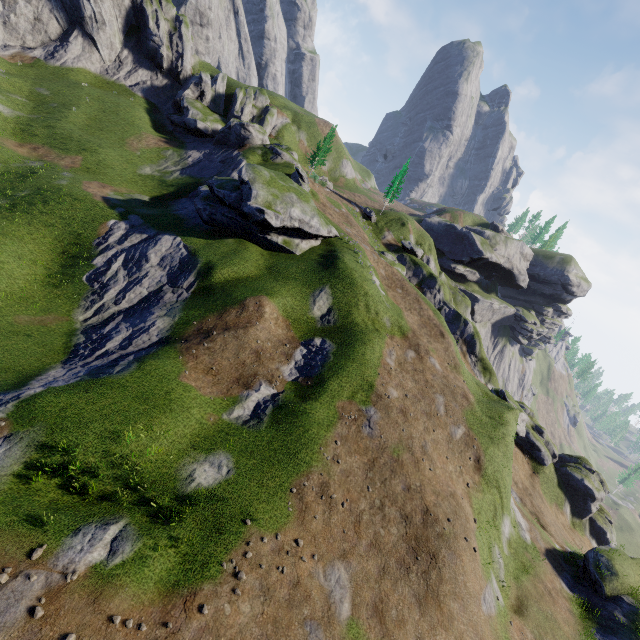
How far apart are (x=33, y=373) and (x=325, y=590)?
20.94m
